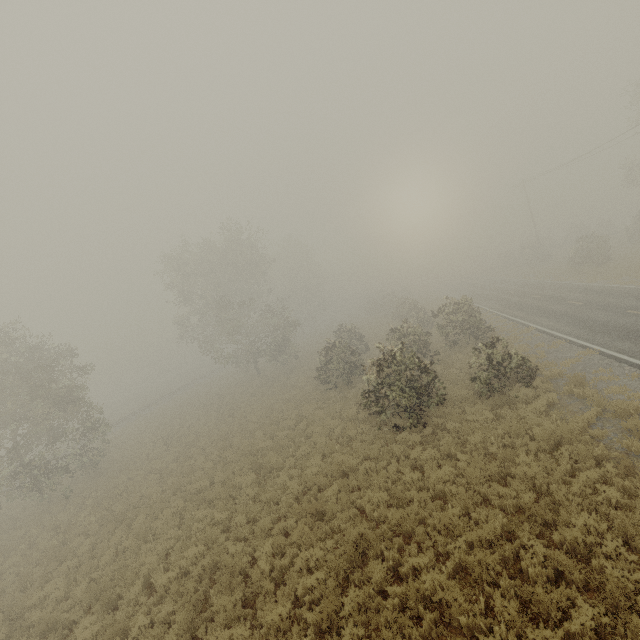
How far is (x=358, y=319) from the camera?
58.9 meters

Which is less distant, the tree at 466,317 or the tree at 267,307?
the tree at 466,317

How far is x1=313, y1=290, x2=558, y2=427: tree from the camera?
13.6m

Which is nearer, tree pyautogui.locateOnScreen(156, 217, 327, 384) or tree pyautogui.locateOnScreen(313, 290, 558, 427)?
tree pyautogui.locateOnScreen(313, 290, 558, 427)

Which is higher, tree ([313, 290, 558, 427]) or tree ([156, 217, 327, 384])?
tree ([156, 217, 327, 384])

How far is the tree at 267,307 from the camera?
32.8m

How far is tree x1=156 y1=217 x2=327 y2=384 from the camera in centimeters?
3275cm
